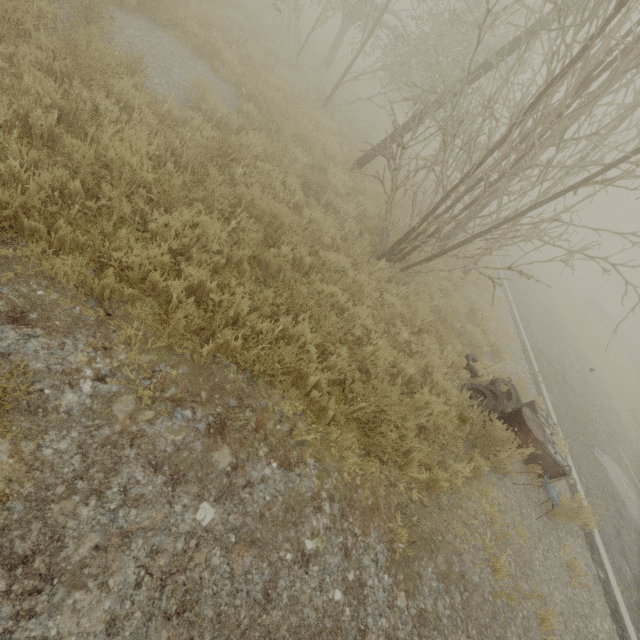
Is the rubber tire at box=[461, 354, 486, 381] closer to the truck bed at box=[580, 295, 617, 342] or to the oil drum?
the oil drum

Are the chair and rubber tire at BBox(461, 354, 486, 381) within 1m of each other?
no

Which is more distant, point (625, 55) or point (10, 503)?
point (625, 55)

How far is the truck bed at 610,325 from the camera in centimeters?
2855cm

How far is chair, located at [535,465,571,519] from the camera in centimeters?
498cm

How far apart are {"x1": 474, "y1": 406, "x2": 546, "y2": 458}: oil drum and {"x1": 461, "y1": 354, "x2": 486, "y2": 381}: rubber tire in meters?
0.9

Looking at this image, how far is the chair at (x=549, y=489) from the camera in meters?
5.0 m

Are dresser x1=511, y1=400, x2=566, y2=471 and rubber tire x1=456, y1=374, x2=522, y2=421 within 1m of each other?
yes
